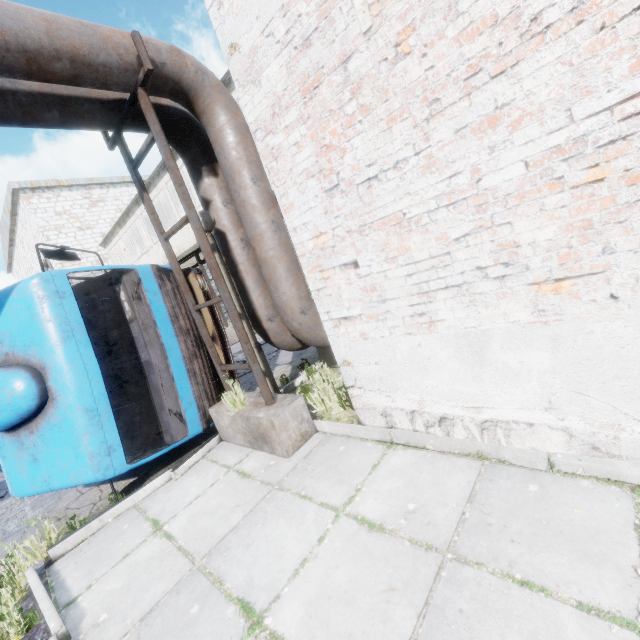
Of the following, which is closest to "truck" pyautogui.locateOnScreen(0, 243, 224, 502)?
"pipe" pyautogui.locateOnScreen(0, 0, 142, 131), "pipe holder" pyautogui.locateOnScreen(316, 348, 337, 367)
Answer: "pipe" pyautogui.locateOnScreen(0, 0, 142, 131)

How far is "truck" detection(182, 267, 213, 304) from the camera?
A: 6.1 meters

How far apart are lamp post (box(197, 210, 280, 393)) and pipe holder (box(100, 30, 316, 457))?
0.2m

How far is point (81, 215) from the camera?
18.6m

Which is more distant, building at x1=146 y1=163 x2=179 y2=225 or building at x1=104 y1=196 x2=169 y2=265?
building at x1=104 y1=196 x2=169 y2=265

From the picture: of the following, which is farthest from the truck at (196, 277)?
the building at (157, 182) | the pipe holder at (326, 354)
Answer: the building at (157, 182)

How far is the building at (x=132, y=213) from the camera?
14.7m
